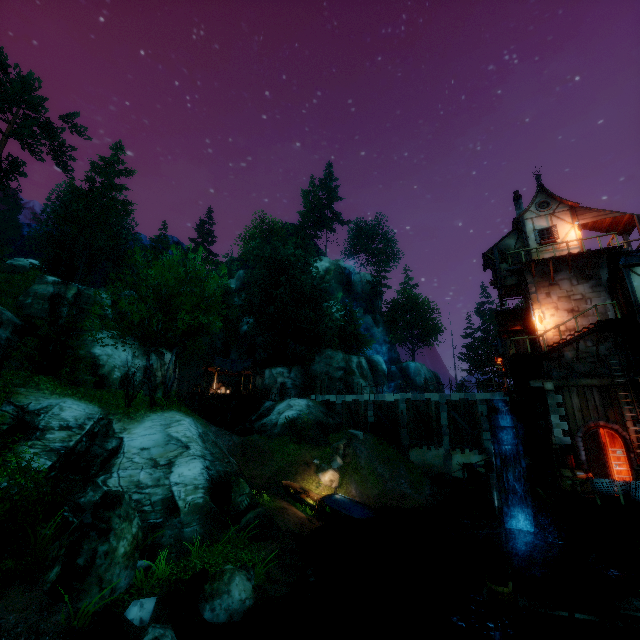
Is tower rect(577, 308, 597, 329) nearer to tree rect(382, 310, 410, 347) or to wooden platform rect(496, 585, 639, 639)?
wooden platform rect(496, 585, 639, 639)

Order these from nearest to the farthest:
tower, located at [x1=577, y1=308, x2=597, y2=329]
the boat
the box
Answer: the box, tower, located at [x1=577, y1=308, x2=597, y2=329], the boat

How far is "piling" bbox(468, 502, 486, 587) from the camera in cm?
1730

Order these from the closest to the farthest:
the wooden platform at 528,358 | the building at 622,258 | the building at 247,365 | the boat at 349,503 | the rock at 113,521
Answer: the rock at 113,521 < the building at 622,258 < the wooden platform at 528,358 < the boat at 349,503 < the building at 247,365

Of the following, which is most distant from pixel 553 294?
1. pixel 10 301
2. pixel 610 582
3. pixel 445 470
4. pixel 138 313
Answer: pixel 10 301

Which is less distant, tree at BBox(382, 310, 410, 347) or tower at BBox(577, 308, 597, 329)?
tower at BBox(577, 308, 597, 329)

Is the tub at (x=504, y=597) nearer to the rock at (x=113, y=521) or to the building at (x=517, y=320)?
the rock at (x=113, y=521)

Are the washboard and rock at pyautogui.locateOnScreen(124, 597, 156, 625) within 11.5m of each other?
yes
